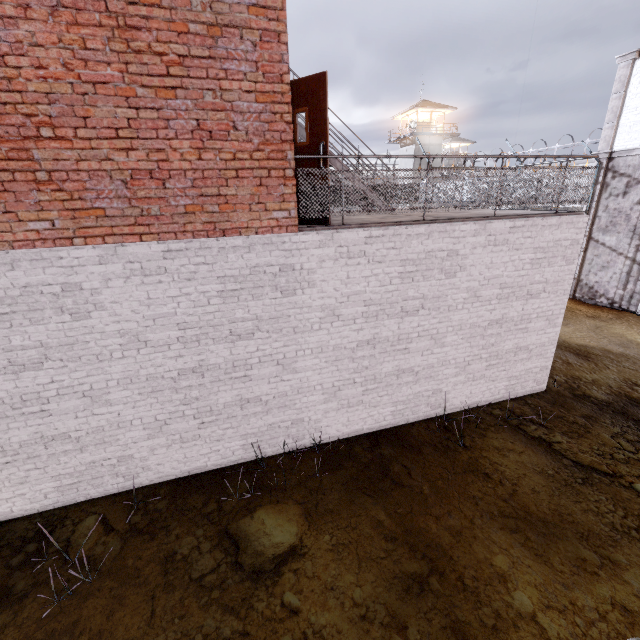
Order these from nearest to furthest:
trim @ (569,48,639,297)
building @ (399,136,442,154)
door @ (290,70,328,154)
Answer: door @ (290,70,328,154) < trim @ (569,48,639,297) < building @ (399,136,442,154)

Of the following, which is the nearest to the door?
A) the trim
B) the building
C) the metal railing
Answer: the metal railing

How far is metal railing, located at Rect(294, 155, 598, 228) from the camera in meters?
5.1

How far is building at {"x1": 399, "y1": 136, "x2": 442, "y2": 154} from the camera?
41.5m

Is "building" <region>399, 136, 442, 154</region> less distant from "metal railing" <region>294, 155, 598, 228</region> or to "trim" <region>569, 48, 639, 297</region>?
"trim" <region>569, 48, 639, 297</region>

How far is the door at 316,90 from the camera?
4.7m

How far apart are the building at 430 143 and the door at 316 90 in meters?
42.7 m

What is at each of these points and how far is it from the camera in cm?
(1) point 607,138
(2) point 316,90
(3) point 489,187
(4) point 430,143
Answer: (1) trim, 1281
(2) door, 476
(3) metal railing, 876
(4) building, 4191
